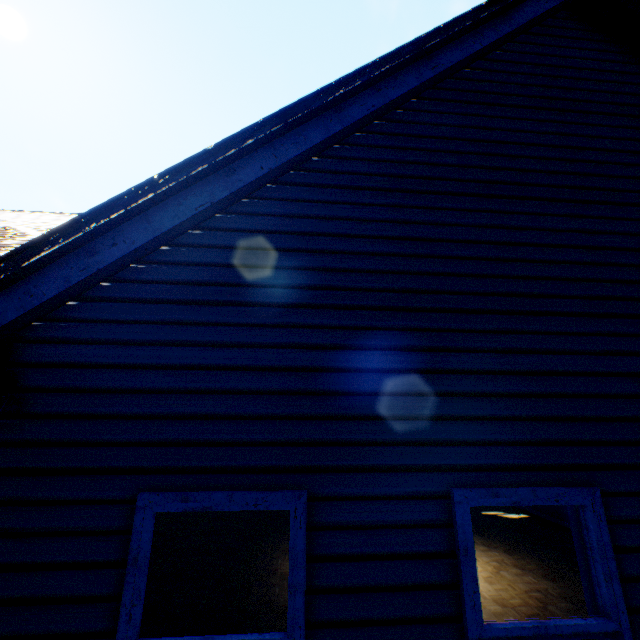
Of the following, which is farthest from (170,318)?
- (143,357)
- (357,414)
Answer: (357,414)
